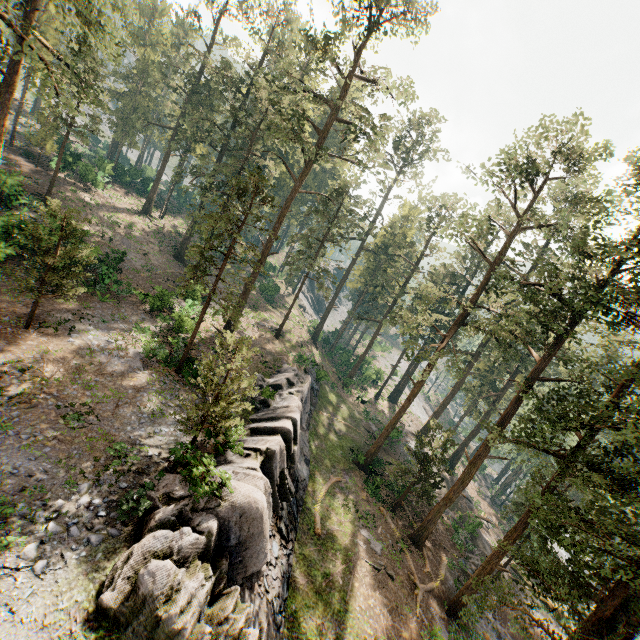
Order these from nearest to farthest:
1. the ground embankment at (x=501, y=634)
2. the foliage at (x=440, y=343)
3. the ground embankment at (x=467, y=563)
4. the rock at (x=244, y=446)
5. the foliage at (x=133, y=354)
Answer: the rock at (x=244, y=446) < the foliage at (x=440, y=343) < the foliage at (x=133, y=354) < the ground embankment at (x=501, y=634) < the ground embankment at (x=467, y=563)

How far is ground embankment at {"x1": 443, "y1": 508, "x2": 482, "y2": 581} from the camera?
26.33m

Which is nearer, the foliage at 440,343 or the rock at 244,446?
the rock at 244,446

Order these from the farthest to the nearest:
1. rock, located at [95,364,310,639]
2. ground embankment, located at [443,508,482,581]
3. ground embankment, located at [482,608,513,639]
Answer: ground embankment, located at [443,508,482,581] < ground embankment, located at [482,608,513,639] < rock, located at [95,364,310,639]

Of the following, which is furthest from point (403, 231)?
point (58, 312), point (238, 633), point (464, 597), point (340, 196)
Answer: point (238, 633)

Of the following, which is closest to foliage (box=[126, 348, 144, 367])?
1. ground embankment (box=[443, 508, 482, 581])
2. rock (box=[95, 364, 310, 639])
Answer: ground embankment (box=[443, 508, 482, 581])

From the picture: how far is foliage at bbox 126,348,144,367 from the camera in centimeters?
2023cm

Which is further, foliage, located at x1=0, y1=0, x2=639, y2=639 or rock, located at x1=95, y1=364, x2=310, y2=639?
foliage, located at x1=0, y1=0, x2=639, y2=639
